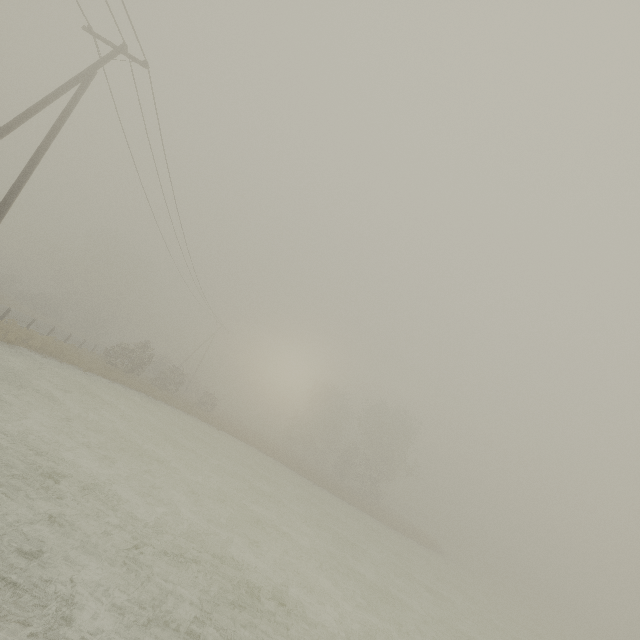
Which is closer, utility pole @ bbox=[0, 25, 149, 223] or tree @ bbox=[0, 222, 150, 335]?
utility pole @ bbox=[0, 25, 149, 223]

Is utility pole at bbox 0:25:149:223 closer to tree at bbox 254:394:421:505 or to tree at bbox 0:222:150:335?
tree at bbox 254:394:421:505

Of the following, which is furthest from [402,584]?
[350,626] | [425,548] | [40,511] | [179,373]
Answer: [179,373]

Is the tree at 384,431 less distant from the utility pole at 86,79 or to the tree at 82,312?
the utility pole at 86,79

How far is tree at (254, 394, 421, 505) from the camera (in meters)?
43.94

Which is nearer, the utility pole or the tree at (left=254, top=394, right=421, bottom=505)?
the utility pole
